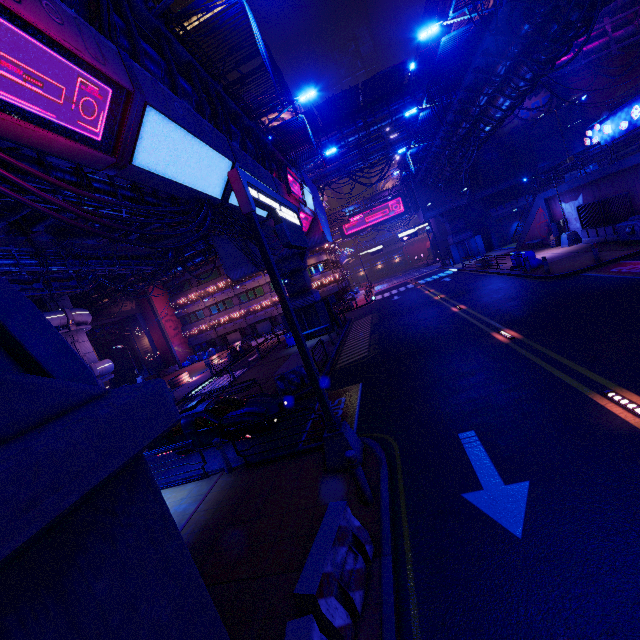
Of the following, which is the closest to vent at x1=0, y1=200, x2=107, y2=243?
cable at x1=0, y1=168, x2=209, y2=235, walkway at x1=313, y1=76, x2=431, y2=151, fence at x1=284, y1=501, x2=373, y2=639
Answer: cable at x1=0, y1=168, x2=209, y2=235

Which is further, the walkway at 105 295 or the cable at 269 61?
the walkway at 105 295

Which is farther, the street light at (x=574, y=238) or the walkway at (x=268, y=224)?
the street light at (x=574, y=238)

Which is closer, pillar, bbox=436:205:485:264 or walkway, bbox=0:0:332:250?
walkway, bbox=0:0:332:250

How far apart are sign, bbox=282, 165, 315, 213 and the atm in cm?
2067

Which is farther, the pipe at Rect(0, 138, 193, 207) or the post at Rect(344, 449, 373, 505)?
the pipe at Rect(0, 138, 193, 207)

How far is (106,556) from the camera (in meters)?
2.32

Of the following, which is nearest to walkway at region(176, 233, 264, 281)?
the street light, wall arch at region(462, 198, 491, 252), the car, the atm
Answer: the car
